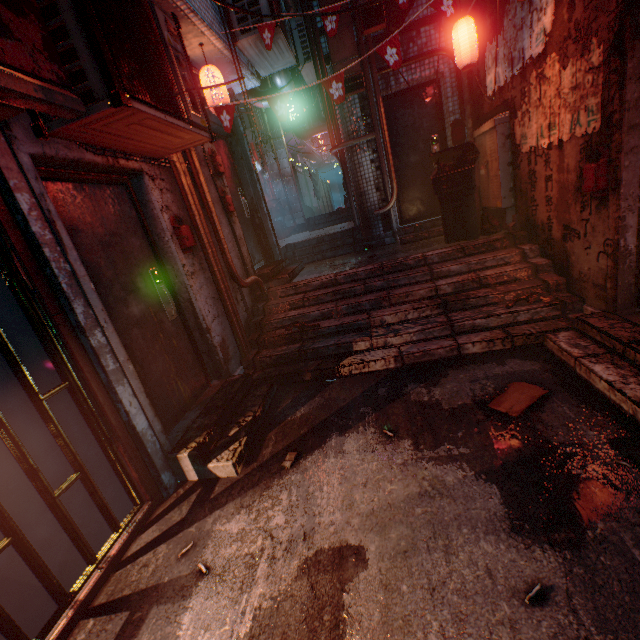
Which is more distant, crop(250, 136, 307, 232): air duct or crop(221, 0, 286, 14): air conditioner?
crop(250, 136, 307, 232): air duct

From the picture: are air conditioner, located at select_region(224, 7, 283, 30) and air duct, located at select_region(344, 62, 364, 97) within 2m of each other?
yes

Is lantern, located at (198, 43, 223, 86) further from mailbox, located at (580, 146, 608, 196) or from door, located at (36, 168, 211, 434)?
mailbox, located at (580, 146, 608, 196)

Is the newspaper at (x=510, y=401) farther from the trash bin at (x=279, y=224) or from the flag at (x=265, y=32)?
the trash bin at (x=279, y=224)

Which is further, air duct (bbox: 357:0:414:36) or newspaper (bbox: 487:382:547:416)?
air duct (bbox: 357:0:414:36)

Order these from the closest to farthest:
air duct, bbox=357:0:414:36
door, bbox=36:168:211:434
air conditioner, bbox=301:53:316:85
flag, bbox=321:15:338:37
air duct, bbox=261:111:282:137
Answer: door, bbox=36:168:211:434
flag, bbox=321:15:338:37
air duct, bbox=357:0:414:36
air conditioner, bbox=301:53:316:85
air duct, bbox=261:111:282:137

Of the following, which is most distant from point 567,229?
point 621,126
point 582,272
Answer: point 621,126

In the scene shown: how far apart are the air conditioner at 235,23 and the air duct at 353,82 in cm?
49
